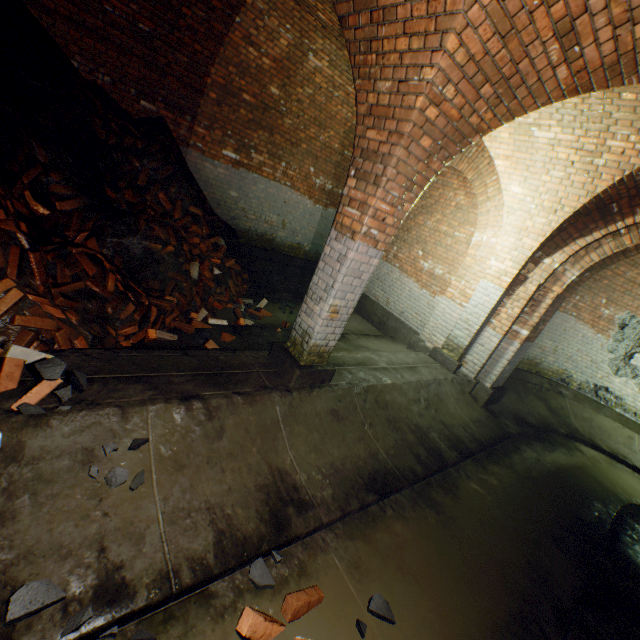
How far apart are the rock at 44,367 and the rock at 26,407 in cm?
37

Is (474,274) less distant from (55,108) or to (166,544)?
(166,544)

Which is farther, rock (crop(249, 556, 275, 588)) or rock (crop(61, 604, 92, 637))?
rock (crop(249, 556, 275, 588))

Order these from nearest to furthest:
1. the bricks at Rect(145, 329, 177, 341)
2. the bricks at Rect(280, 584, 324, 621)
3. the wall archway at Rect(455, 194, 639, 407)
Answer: the bricks at Rect(280, 584, 324, 621) < the bricks at Rect(145, 329, 177, 341) < the wall archway at Rect(455, 194, 639, 407)

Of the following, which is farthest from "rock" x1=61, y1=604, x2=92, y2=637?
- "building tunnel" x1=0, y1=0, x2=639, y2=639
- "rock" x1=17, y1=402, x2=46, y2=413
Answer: "rock" x1=17, y1=402, x2=46, y2=413

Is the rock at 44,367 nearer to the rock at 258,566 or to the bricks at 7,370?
the bricks at 7,370

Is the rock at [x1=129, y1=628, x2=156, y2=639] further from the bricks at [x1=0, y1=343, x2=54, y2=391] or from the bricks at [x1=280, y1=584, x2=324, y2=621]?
the bricks at [x1=0, y1=343, x2=54, y2=391]

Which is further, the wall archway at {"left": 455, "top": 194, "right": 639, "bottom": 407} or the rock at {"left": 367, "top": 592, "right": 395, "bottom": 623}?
the wall archway at {"left": 455, "top": 194, "right": 639, "bottom": 407}
